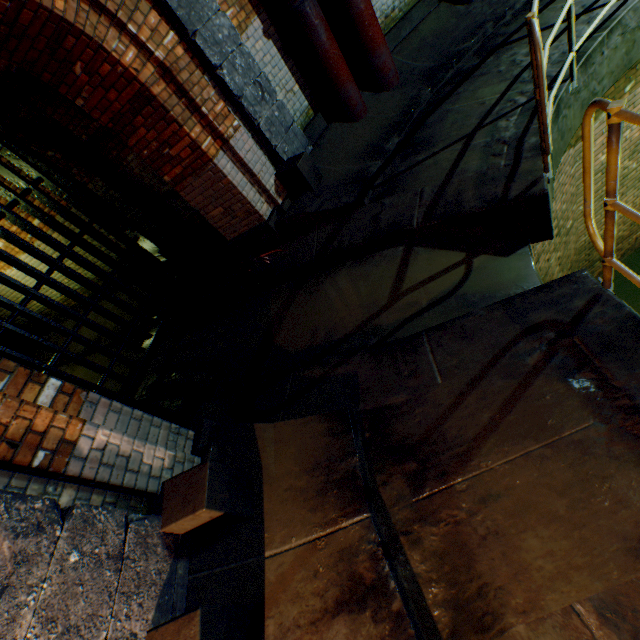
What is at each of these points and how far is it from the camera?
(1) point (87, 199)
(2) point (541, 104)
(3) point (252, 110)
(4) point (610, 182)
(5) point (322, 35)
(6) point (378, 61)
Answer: (1) sewer grate, 5.72m
(2) railing, 2.35m
(3) support column, 4.45m
(4) railing, 1.61m
(5) pipe, 4.57m
(6) pipe, 5.16m

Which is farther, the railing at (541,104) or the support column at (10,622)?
the railing at (541,104)

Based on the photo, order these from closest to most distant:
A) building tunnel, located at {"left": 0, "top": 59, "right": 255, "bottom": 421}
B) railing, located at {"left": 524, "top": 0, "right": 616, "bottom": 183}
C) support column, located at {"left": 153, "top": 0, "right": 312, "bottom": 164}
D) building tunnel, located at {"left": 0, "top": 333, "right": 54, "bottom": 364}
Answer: railing, located at {"left": 524, "top": 0, "right": 616, "bottom": 183}, support column, located at {"left": 153, "top": 0, "right": 312, "bottom": 164}, building tunnel, located at {"left": 0, "top": 59, "right": 255, "bottom": 421}, building tunnel, located at {"left": 0, "top": 333, "right": 54, "bottom": 364}

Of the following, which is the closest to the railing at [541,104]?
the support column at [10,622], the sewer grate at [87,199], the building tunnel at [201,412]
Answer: the support column at [10,622]

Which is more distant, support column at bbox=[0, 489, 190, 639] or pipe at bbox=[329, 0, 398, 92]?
pipe at bbox=[329, 0, 398, 92]

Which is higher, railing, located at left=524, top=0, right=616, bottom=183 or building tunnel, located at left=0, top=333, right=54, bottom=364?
railing, located at left=524, top=0, right=616, bottom=183

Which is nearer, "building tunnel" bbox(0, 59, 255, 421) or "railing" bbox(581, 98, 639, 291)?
"railing" bbox(581, 98, 639, 291)

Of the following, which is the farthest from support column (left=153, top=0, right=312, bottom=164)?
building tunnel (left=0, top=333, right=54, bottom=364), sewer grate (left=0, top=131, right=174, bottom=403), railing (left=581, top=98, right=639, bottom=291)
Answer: building tunnel (left=0, top=333, right=54, bottom=364)
